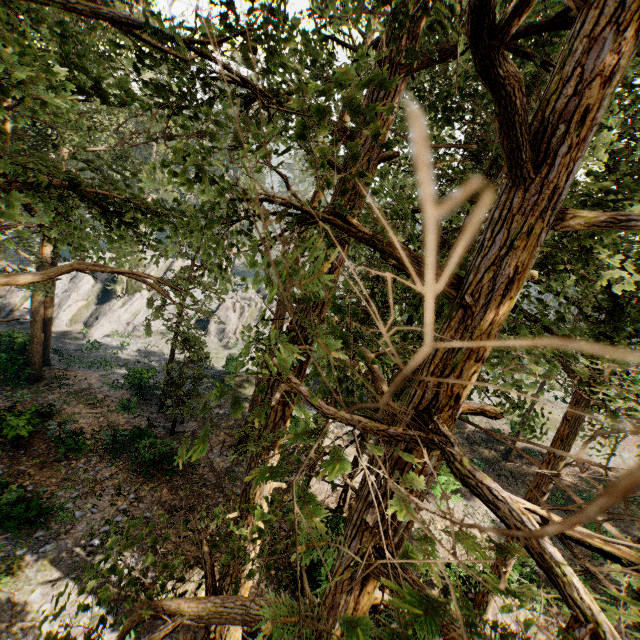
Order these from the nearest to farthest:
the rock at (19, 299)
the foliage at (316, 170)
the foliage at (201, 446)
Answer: the foliage at (316, 170) → the foliage at (201, 446) → the rock at (19, 299)

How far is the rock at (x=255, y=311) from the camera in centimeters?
3831cm

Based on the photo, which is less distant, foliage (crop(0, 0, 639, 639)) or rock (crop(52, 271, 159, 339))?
foliage (crop(0, 0, 639, 639))

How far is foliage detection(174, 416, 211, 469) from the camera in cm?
155

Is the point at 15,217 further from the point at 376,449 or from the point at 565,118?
the point at 565,118

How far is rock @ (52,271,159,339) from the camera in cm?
3384

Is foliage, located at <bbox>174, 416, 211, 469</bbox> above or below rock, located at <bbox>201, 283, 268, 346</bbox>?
above
